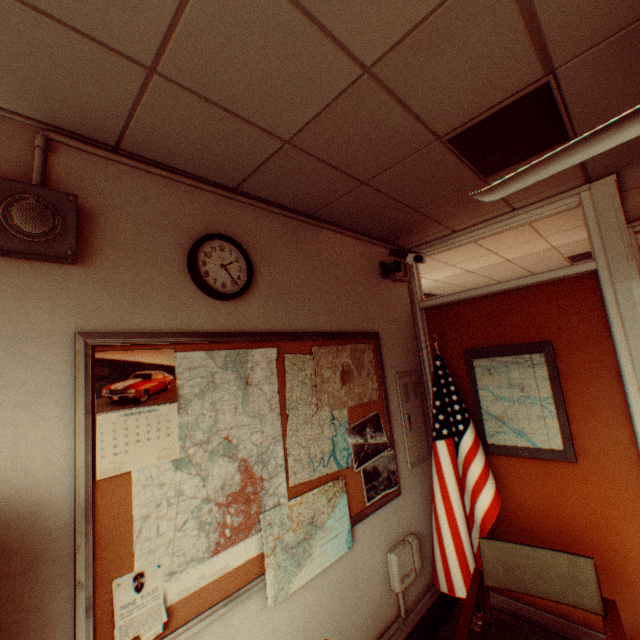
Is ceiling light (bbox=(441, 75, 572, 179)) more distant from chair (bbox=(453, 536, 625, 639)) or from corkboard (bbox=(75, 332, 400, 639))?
chair (bbox=(453, 536, 625, 639))

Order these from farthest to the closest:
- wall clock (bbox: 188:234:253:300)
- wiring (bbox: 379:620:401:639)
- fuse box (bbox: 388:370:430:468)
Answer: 1. fuse box (bbox: 388:370:430:468)
2. wiring (bbox: 379:620:401:639)
3. wall clock (bbox: 188:234:253:300)

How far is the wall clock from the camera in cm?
183

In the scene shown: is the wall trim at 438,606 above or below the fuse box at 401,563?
below

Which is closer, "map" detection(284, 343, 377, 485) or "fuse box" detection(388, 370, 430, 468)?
"map" detection(284, 343, 377, 485)

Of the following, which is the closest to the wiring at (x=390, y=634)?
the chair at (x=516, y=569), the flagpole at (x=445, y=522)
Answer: the flagpole at (x=445, y=522)

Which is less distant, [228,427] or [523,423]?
[228,427]

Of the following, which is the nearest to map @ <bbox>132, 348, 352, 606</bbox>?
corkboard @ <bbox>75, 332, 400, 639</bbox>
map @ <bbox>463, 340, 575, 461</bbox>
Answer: corkboard @ <bbox>75, 332, 400, 639</bbox>
